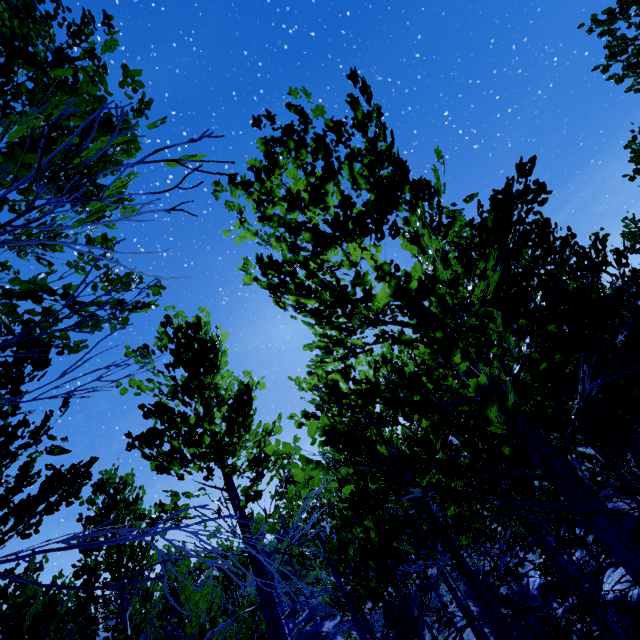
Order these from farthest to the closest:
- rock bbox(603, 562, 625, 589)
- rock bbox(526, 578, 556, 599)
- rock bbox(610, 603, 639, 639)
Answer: rock bbox(526, 578, 556, 599), rock bbox(603, 562, 625, 589), rock bbox(610, 603, 639, 639)

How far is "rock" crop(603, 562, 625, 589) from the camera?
10.6 meters

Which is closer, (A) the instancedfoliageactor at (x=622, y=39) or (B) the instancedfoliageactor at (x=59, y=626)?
(B) the instancedfoliageactor at (x=59, y=626)

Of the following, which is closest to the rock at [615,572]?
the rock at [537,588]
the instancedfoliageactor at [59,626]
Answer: the instancedfoliageactor at [59,626]

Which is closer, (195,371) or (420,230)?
(420,230)

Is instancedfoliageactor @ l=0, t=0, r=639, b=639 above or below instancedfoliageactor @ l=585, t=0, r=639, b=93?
below

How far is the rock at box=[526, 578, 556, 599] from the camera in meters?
18.8

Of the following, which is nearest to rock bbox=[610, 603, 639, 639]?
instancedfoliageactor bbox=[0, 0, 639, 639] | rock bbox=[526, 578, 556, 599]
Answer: instancedfoliageactor bbox=[0, 0, 639, 639]
